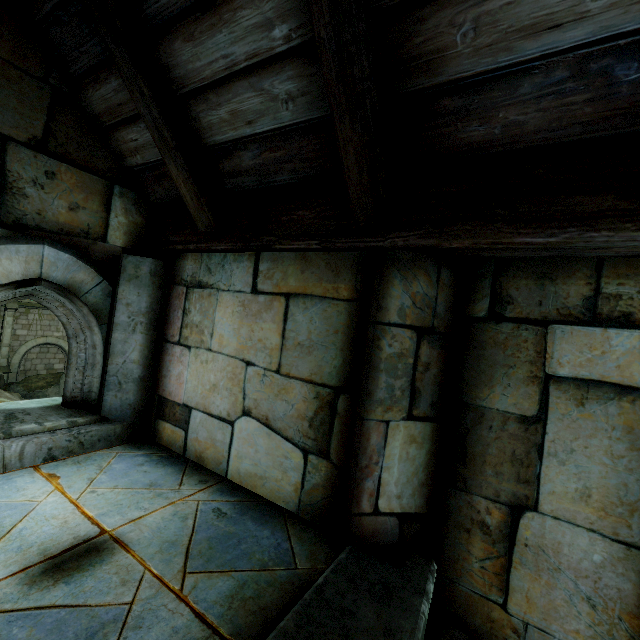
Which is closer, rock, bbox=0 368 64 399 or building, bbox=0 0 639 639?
building, bbox=0 0 639 639

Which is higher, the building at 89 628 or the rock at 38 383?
the building at 89 628

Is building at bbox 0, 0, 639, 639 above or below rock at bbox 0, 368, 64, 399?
above

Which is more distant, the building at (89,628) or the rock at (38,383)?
the rock at (38,383)

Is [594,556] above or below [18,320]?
above
